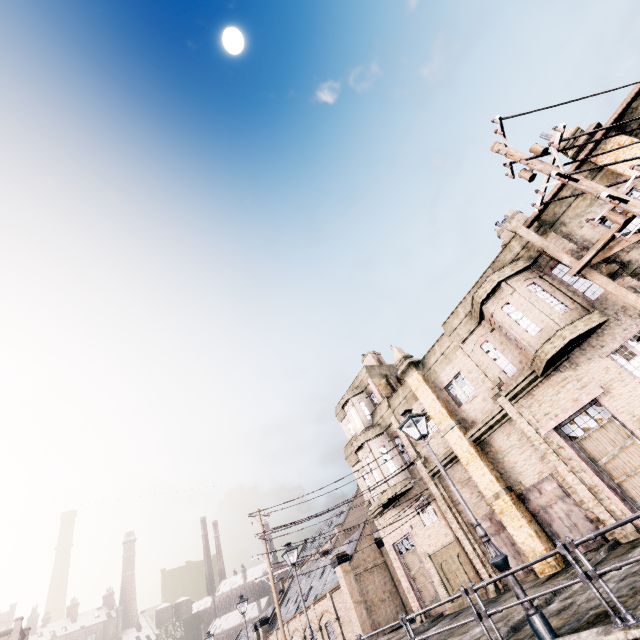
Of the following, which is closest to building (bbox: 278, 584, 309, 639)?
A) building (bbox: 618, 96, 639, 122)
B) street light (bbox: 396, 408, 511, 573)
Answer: building (bbox: 618, 96, 639, 122)

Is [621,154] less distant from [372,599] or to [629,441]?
[629,441]

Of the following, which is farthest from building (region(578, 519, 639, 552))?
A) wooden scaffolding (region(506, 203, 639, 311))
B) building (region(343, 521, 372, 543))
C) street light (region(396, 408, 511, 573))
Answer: building (region(343, 521, 372, 543))

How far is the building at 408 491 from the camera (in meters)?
22.11

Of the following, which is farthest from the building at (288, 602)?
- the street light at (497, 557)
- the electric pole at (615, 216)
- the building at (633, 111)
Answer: the electric pole at (615, 216)

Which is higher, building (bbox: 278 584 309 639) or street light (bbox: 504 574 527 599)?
building (bbox: 278 584 309 639)

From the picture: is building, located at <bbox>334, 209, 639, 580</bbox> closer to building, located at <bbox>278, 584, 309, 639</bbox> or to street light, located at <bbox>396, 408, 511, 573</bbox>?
street light, located at <bbox>396, 408, 511, 573</bbox>

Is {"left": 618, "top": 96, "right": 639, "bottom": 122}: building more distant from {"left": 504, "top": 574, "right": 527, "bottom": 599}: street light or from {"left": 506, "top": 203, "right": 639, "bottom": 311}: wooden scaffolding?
{"left": 504, "top": 574, "right": 527, "bottom": 599}: street light
